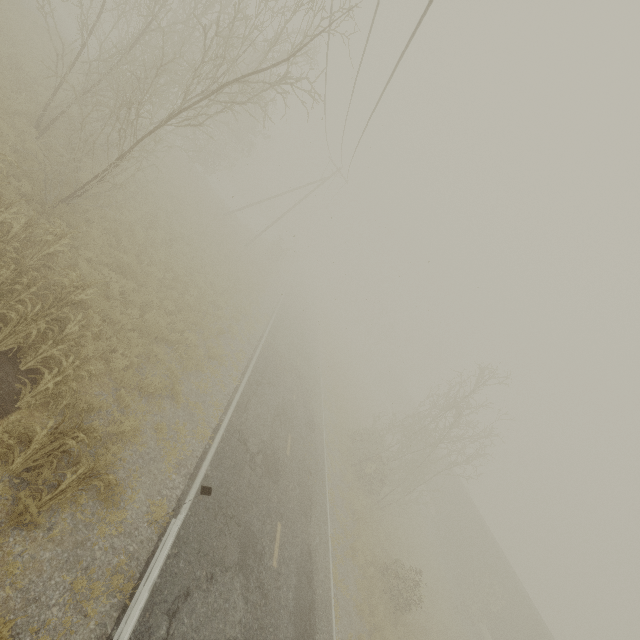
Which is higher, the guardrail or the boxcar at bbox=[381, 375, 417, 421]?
the boxcar at bbox=[381, 375, 417, 421]

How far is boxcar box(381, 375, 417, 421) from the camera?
50.1m

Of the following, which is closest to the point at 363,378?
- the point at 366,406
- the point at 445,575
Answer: the point at 366,406

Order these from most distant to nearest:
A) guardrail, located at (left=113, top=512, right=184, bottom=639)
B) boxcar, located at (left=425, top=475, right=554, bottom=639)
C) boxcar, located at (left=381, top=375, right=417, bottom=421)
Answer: boxcar, located at (left=381, top=375, right=417, bottom=421)
boxcar, located at (left=425, top=475, right=554, bottom=639)
guardrail, located at (left=113, top=512, right=184, bottom=639)

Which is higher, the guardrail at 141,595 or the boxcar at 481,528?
the boxcar at 481,528

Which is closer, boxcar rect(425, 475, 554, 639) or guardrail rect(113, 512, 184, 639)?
guardrail rect(113, 512, 184, 639)

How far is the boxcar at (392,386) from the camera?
50.1m
